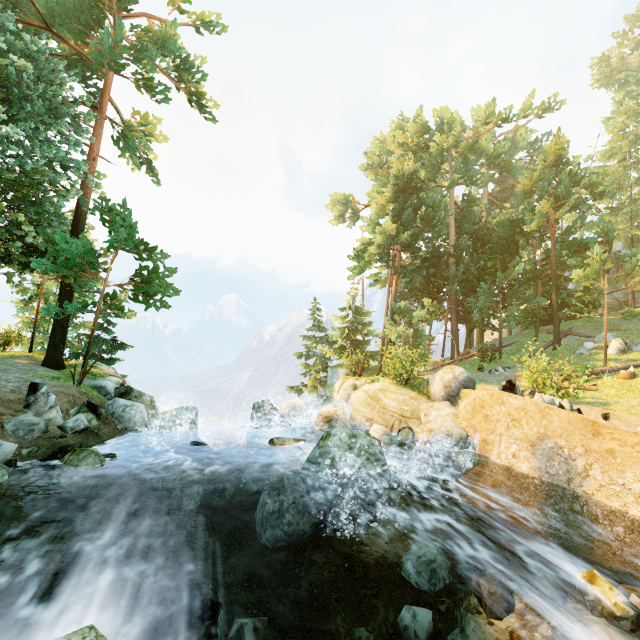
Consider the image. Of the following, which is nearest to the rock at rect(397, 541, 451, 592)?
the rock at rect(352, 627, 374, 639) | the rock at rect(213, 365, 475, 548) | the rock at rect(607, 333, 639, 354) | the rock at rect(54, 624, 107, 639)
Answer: the rock at rect(352, 627, 374, 639)

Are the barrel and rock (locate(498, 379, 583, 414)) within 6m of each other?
yes

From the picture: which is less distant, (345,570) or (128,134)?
(345,570)

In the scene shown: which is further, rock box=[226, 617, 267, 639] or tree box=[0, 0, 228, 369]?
tree box=[0, 0, 228, 369]

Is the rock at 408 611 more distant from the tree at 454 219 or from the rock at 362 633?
the tree at 454 219

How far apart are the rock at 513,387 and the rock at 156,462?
12.2 meters

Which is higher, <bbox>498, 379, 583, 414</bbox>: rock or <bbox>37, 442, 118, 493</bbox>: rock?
<bbox>498, 379, 583, 414</bbox>: rock

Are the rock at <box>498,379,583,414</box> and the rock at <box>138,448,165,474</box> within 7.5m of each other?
no
